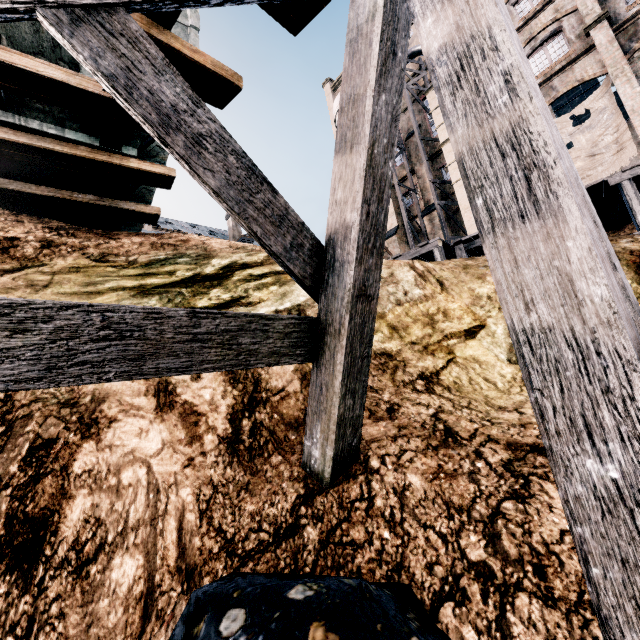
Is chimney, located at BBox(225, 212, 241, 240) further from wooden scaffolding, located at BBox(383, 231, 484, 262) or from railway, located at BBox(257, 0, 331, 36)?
railway, located at BBox(257, 0, 331, 36)

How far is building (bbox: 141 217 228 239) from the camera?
35.1 meters

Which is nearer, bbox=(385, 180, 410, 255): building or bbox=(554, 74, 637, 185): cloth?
bbox=(554, 74, 637, 185): cloth

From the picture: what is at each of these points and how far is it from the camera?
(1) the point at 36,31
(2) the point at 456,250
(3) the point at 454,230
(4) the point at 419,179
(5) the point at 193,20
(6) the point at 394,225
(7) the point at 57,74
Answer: (1) rail car container, 5.4 meters
(2) wooden scaffolding, 14.1 meters
(3) building, 28.8 meters
(4) building, 30.5 meters
(5) rail car container, 6.7 meters
(6) building, 32.7 meters
(7) railway, 4.8 meters

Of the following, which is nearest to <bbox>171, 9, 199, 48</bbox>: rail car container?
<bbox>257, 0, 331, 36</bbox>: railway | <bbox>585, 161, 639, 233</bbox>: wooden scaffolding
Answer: <bbox>257, 0, 331, 36</bbox>: railway

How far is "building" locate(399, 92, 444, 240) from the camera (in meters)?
28.38

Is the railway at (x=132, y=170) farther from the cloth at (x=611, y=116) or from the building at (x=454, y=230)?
the cloth at (x=611, y=116)

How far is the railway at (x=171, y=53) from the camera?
4.0m
